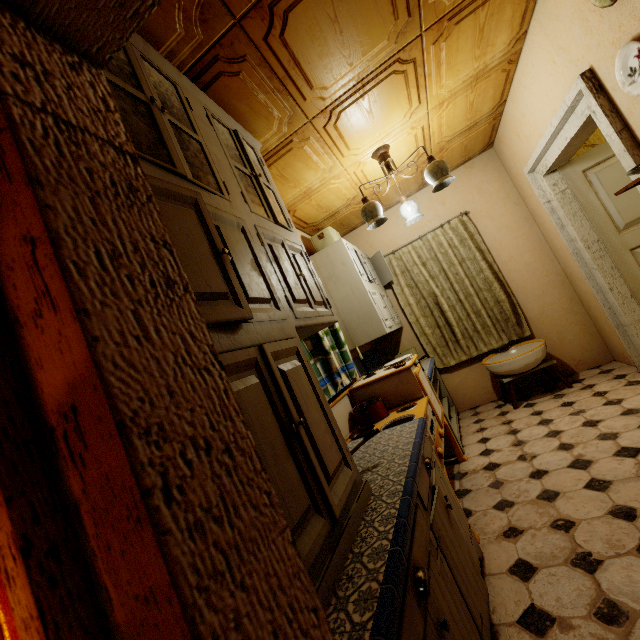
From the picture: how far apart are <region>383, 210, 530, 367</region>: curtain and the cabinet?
2.7 meters

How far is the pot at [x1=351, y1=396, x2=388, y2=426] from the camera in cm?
244

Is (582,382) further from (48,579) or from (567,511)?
(48,579)

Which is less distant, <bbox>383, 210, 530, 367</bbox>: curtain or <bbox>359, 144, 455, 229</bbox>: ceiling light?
Result: <bbox>359, 144, 455, 229</bbox>: ceiling light

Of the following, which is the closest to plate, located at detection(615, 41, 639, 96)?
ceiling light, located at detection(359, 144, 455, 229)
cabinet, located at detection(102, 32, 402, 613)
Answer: ceiling light, located at detection(359, 144, 455, 229)

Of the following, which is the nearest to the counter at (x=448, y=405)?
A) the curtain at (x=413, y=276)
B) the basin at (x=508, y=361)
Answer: the curtain at (x=413, y=276)

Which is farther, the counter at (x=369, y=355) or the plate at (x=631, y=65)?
the counter at (x=369, y=355)

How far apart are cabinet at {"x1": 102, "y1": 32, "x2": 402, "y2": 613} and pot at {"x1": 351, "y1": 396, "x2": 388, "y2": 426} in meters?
0.8 m
